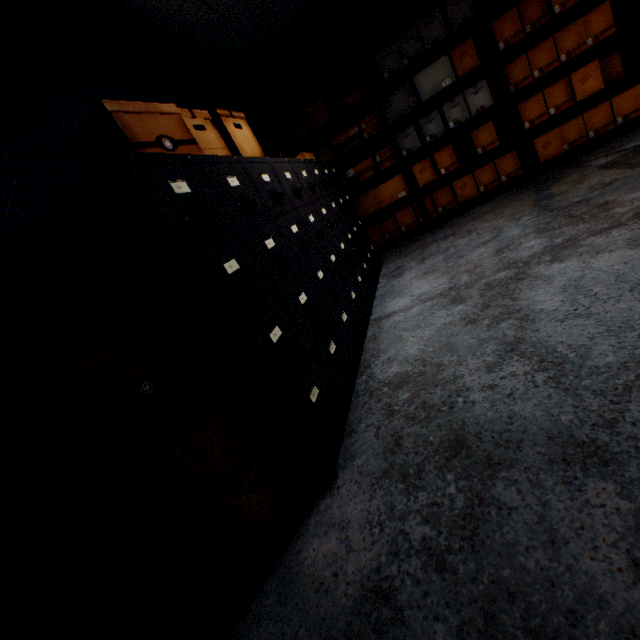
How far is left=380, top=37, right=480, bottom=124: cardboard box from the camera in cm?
345

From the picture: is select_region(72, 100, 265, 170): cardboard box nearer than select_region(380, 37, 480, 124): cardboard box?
Yes

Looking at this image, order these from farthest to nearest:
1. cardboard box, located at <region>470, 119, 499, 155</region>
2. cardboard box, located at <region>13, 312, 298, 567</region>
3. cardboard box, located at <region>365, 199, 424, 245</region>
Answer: cardboard box, located at <region>365, 199, 424, 245</region> < cardboard box, located at <region>470, 119, 499, 155</region> < cardboard box, located at <region>13, 312, 298, 567</region>

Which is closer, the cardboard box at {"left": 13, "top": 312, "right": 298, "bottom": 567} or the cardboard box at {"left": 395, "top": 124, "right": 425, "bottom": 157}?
the cardboard box at {"left": 13, "top": 312, "right": 298, "bottom": 567}

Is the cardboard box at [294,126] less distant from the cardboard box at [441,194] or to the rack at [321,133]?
the rack at [321,133]

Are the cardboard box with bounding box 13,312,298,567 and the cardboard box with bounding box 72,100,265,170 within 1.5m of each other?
yes

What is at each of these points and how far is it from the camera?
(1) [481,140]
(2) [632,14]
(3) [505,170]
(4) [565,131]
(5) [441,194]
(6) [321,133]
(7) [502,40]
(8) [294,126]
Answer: (1) cardboard box, 3.8 meters
(2) cardboard box, 3.2 meters
(3) cardboard box, 3.8 meters
(4) cardboard box, 3.5 meters
(5) cardboard box, 4.1 meters
(6) rack, 4.2 meters
(7) cardboard box, 3.3 meters
(8) cardboard box, 4.1 meters

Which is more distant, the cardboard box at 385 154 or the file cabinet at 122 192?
the cardboard box at 385 154
